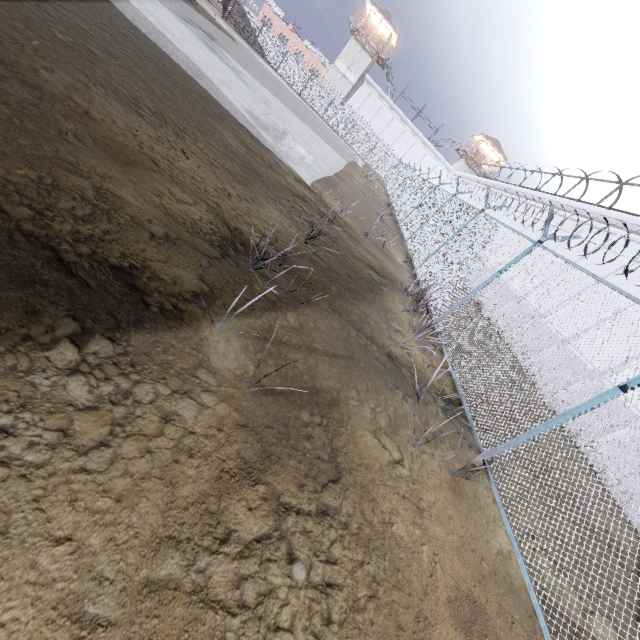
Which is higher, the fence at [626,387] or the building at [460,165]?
the building at [460,165]

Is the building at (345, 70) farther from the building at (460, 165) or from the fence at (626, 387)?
the building at (460, 165)

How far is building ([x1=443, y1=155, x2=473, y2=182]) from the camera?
50.1m

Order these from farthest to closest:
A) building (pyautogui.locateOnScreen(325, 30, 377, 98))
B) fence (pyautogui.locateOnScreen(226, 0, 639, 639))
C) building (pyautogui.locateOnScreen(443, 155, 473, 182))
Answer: building (pyautogui.locateOnScreen(443, 155, 473, 182))
building (pyautogui.locateOnScreen(325, 30, 377, 98))
fence (pyautogui.locateOnScreen(226, 0, 639, 639))

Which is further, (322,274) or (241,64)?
(241,64)

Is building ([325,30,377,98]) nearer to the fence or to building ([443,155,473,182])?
the fence

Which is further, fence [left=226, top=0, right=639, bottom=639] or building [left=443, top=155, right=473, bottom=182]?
building [left=443, top=155, right=473, bottom=182]
